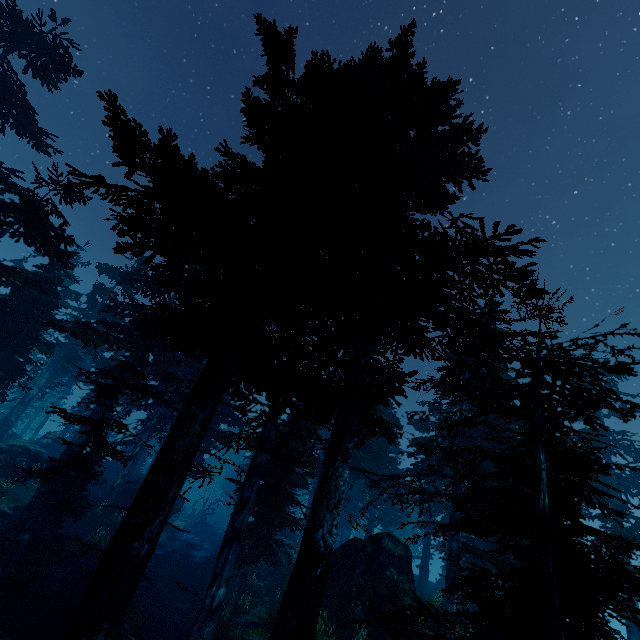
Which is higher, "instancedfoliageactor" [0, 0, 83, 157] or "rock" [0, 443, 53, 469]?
"instancedfoliageactor" [0, 0, 83, 157]

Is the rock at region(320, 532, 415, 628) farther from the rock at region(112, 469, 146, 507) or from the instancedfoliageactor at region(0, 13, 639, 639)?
the rock at region(112, 469, 146, 507)

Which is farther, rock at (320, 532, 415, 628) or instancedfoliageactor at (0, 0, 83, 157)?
instancedfoliageactor at (0, 0, 83, 157)

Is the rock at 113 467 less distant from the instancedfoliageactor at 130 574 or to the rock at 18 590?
the instancedfoliageactor at 130 574

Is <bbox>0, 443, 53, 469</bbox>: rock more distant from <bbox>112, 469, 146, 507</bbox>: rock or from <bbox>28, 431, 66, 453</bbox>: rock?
<bbox>28, 431, 66, 453</bbox>: rock

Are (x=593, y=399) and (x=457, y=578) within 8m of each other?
yes

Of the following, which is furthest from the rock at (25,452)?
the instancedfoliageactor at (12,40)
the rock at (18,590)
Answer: the rock at (18,590)

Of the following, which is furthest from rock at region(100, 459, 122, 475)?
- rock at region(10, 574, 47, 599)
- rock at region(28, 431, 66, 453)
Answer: rock at region(10, 574, 47, 599)
